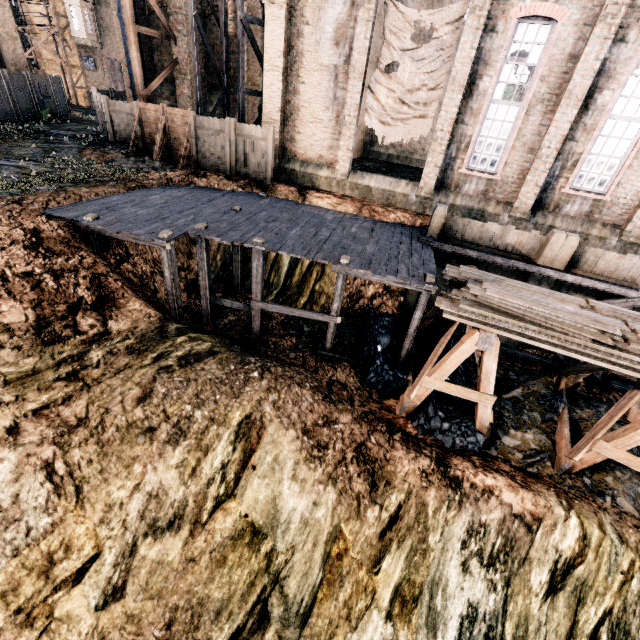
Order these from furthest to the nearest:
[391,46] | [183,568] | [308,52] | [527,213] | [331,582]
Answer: [308,52] < [527,213] < [391,46] < [331,582] < [183,568]

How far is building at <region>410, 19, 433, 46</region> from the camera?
27.6 meters

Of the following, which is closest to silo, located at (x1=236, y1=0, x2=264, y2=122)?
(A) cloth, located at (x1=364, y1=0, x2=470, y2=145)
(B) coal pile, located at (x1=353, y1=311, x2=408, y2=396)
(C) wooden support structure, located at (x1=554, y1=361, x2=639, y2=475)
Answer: (A) cloth, located at (x1=364, y1=0, x2=470, y2=145)

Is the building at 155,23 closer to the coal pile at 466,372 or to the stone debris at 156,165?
the stone debris at 156,165

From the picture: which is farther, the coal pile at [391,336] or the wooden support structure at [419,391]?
the coal pile at [391,336]

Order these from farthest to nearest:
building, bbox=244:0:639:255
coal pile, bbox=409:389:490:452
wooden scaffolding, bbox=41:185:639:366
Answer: building, bbox=244:0:639:255, wooden scaffolding, bbox=41:185:639:366, coal pile, bbox=409:389:490:452

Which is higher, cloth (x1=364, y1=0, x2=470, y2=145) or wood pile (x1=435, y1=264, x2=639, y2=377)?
cloth (x1=364, y1=0, x2=470, y2=145)

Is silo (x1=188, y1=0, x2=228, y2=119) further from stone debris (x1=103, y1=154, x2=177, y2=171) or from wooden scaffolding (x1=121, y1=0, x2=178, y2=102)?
stone debris (x1=103, y1=154, x2=177, y2=171)
